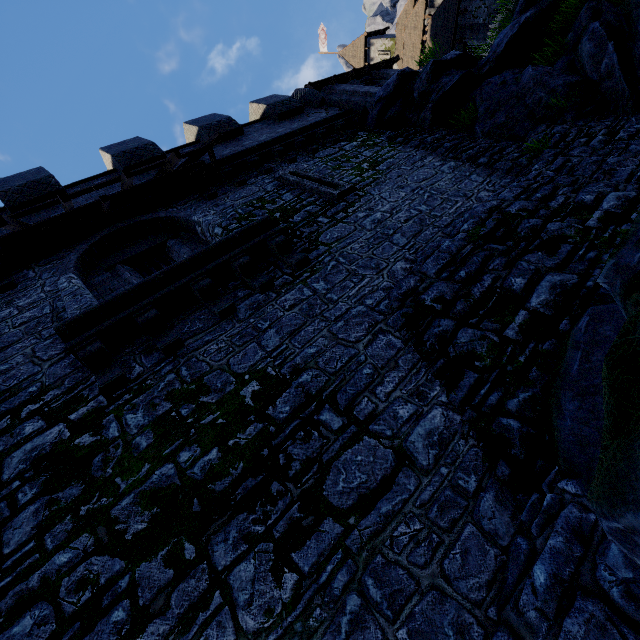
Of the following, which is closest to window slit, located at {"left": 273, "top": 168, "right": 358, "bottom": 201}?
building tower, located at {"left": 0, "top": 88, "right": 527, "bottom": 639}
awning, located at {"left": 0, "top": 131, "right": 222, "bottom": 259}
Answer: building tower, located at {"left": 0, "top": 88, "right": 527, "bottom": 639}

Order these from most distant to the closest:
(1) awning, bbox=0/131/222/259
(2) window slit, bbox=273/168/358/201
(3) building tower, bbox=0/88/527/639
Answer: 1. (2) window slit, bbox=273/168/358/201
2. (1) awning, bbox=0/131/222/259
3. (3) building tower, bbox=0/88/527/639

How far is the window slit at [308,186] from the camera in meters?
8.2 m

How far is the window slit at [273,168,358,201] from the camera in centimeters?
820cm

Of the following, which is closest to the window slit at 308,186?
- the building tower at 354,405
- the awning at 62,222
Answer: Result: the building tower at 354,405

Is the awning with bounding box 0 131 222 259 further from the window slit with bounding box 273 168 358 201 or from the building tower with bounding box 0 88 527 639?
the window slit with bounding box 273 168 358 201

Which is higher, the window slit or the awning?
the awning

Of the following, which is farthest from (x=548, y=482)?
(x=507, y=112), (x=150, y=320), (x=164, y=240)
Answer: (x=507, y=112)
